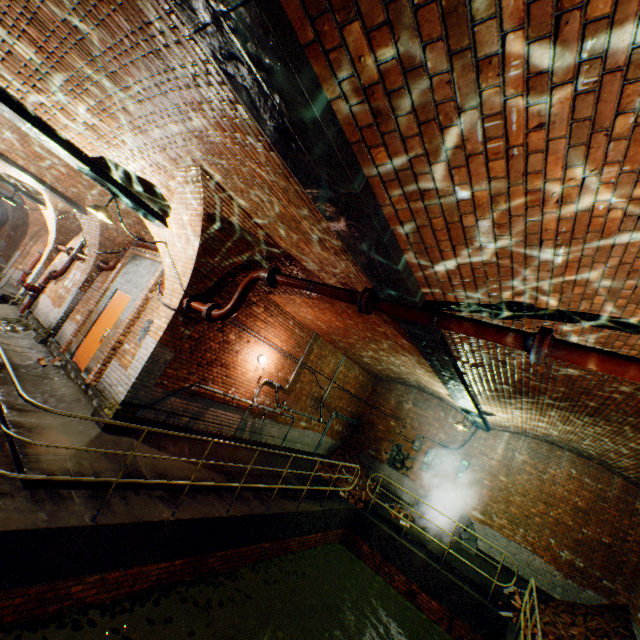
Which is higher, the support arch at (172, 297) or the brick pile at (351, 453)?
the support arch at (172, 297)

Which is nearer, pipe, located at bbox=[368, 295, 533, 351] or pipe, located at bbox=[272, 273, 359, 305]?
pipe, located at bbox=[368, 295, 533, 351]

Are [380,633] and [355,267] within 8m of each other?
no

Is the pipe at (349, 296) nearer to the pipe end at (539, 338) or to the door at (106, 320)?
the pipe end at (539, 338)

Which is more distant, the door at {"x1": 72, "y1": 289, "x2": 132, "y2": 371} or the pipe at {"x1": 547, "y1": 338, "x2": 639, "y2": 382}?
the door at {"x1": 72, "y1": 289, "x2": 132, "y2": 371}

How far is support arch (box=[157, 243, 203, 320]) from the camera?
6.4m

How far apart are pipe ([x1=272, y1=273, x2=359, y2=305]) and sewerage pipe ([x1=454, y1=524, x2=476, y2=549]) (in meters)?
10.15

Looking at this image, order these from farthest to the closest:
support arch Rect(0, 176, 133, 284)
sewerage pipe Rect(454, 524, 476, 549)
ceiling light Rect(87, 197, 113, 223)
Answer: sewerage pipe Rect(454, 524, 476, 549), support arch Rect(0, 176, 133, 284), ceiling light Rect(87, 197, 113, 223)
